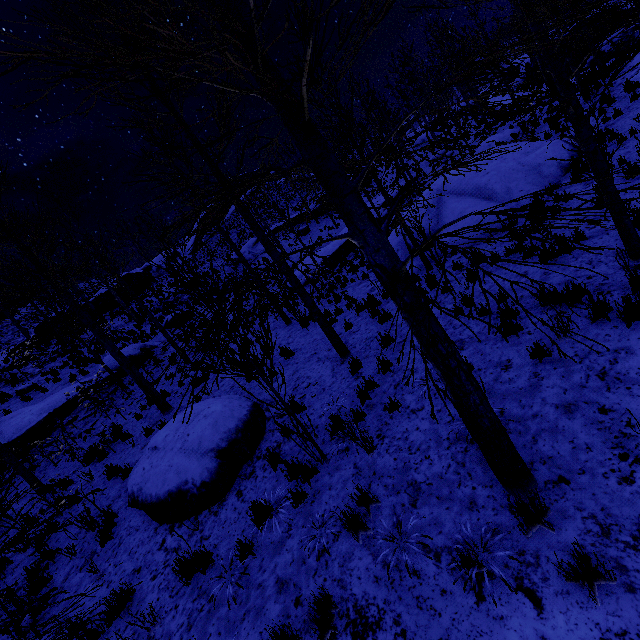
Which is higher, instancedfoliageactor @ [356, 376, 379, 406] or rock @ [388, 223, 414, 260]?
rock @ [388, 223, 414, 260]

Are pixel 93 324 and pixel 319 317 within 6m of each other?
no

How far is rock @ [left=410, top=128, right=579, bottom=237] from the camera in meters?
11.2 m

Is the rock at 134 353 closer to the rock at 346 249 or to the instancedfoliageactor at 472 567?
the rock at 346 249

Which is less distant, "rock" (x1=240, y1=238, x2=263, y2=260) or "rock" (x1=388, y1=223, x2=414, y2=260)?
"rock" (x1=388, y1=223, x2=414, y2=260)

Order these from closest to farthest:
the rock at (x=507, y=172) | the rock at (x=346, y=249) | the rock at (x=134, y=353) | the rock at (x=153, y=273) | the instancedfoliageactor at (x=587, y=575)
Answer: the instancedfoliageactor at (x=587, y=575) → the rock at (x=507, y=172) → the rock at (x=134, y=353) → the rock at (x=346, y=249) → the rock at (x=153, y=273)

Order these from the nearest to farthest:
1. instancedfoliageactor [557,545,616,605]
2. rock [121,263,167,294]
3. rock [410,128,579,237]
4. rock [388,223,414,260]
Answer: instancedfoliageactor [557,545,616,605] → rock [410,128,579,237] → rock [388,223,414,260] → rock [121,263,167,294]

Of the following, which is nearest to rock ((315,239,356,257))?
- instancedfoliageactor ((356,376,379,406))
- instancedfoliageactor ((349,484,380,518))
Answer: instancedfoliageactor ((356,376,379,406))
